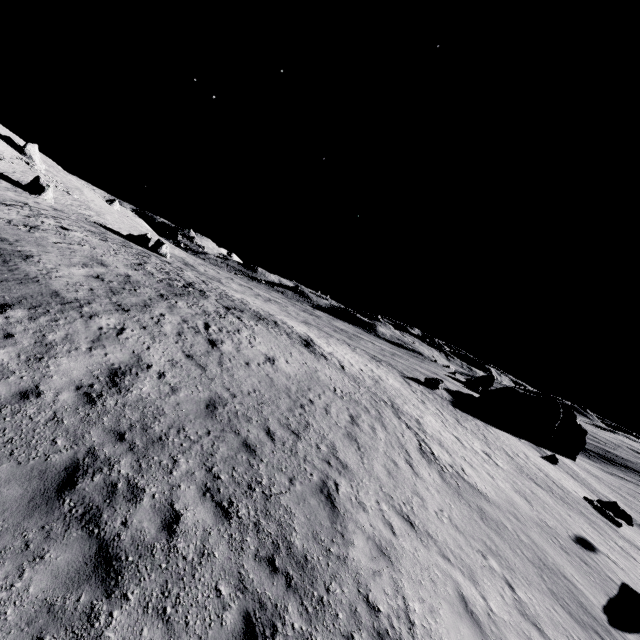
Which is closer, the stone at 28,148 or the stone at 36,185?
the stone at 36,185

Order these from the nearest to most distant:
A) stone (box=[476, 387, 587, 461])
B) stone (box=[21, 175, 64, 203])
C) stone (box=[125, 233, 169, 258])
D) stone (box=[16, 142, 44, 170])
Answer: stone (box=[21, 175, 64, 203]), stone (box=[125, 233, 169, 258]), stone (box=[476, 387, 587, 461]), stone (box=[16, 142, 44, 170])

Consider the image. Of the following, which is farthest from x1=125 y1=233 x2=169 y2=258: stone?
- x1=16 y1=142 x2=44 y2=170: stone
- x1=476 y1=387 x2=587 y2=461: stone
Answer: x1=476 y1=387 x2=587 y2=461: stone

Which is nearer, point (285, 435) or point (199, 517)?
point (199, 517)

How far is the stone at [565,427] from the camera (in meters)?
45.84

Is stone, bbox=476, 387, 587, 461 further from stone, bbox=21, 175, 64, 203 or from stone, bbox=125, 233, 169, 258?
stone, bbox=21, 175, 64, 203

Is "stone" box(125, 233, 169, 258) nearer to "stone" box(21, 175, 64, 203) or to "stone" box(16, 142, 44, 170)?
"stone" box(21, 175, 64, 203)

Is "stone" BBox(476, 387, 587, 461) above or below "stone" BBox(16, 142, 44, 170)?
below
